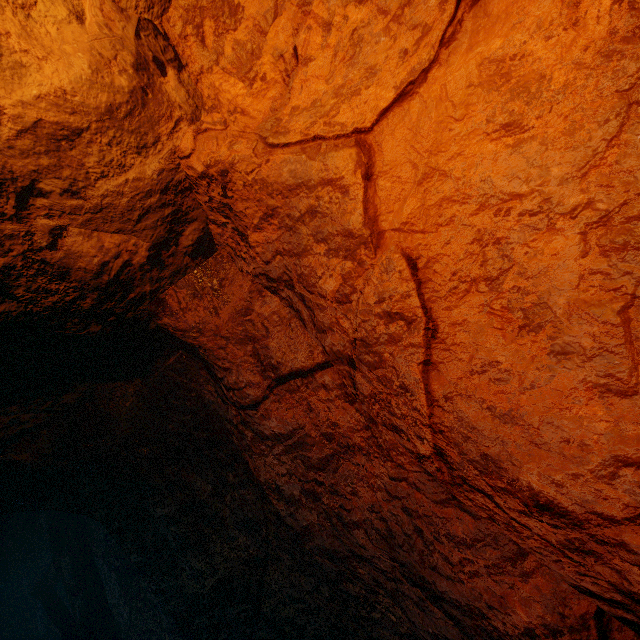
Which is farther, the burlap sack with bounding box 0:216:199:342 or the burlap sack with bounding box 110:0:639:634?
the burlap sack with bounding box 0:216:199:342

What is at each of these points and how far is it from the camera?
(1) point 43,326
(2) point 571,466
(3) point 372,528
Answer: (1) burlap sack, 2.0m
(2) burlap sack, 1.3m
(3) cave, 2.1m

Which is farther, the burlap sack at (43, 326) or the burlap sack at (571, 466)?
the burlap sack at (43, 326)
